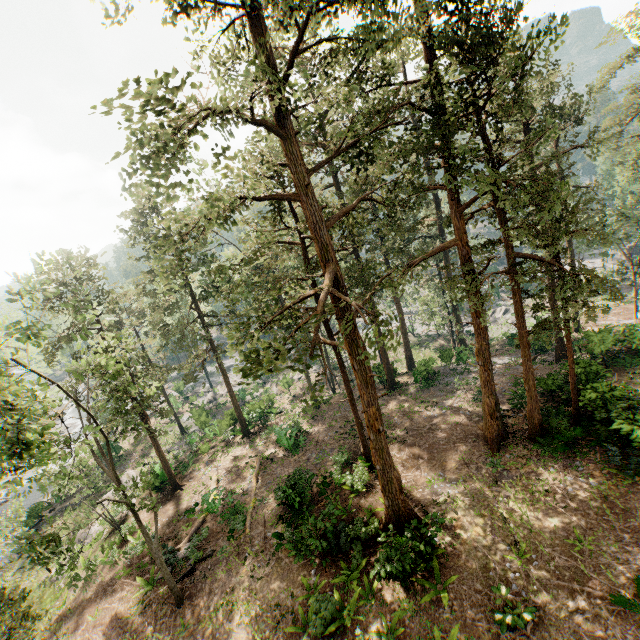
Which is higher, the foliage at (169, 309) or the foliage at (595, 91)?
the foliage at (595, 91)

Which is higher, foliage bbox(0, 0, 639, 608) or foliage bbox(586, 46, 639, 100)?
foliage bbox(586, 46, 639, 100)

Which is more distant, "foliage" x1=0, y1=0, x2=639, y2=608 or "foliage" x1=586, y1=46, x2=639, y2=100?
"foliage" x1=586, y1=46, x2=639, y2=100

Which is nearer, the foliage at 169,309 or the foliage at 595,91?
the foliage at 169,309

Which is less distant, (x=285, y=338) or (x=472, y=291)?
(x=285, y=338)
